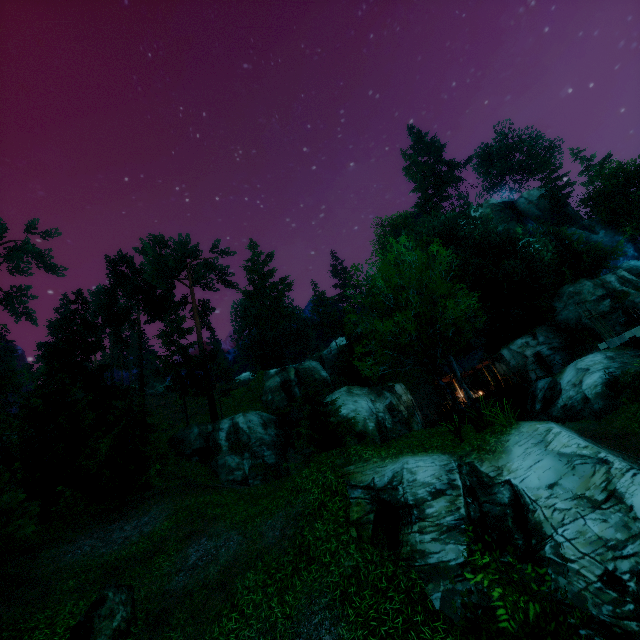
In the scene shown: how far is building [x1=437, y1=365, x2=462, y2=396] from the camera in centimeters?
3231cm

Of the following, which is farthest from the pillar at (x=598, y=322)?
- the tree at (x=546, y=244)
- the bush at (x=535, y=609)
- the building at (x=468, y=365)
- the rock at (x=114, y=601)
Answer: the rock at (x=114, y=601)

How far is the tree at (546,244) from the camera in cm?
1287

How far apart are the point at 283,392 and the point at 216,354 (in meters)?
8.00

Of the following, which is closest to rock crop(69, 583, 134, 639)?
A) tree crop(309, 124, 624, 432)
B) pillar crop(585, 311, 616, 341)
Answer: tree crop(309, 124, 624, 432)

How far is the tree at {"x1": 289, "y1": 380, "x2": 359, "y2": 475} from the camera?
19.9 meters

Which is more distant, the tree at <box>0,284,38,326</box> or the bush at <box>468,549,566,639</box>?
the tree at <box>0,284,38,326</box>

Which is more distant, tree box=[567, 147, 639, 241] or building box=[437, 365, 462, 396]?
tree box=[567, 147, 639, 241]
